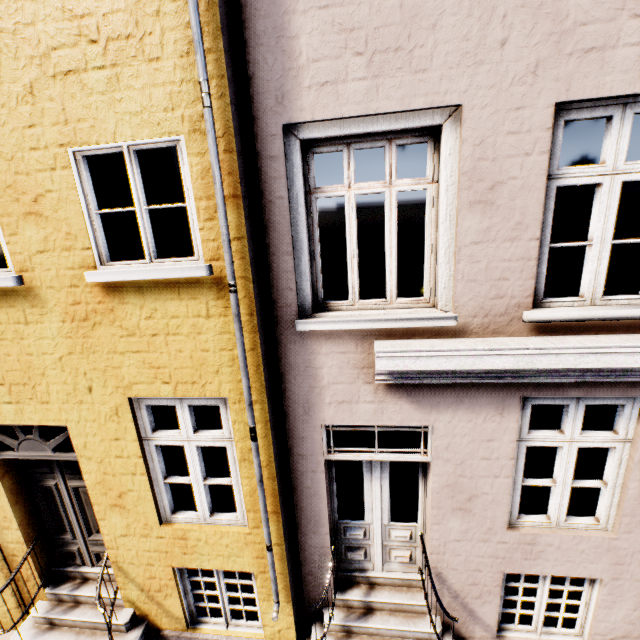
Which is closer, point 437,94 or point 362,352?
point 437,94
